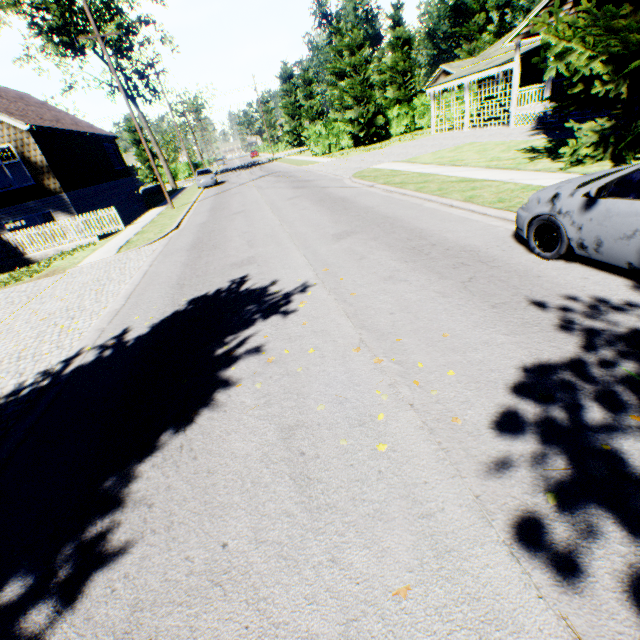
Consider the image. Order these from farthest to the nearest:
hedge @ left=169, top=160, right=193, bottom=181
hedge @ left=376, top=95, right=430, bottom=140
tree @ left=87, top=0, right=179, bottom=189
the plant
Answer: hedge @ left=169, top=160, right=193, bottom=181
hedge @ left=376, top=95, right=430, bottom=140
tree @ left=87, top=0, right=179, bottom=189
the plant

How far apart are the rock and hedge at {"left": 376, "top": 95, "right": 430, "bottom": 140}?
26.8m

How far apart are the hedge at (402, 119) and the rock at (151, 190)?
26.8 meters

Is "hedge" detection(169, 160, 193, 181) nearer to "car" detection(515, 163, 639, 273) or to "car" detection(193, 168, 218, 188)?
"car" detection(193, 168, 218, 188)

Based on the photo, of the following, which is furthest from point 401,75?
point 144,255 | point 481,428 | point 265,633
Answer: point 265,633

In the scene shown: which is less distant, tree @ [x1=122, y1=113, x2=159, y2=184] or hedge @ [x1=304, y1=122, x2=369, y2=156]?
hedge @ [x1=304, y1=122, x2=369, y2=156]

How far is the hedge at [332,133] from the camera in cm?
3412

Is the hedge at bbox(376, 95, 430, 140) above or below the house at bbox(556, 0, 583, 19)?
below
